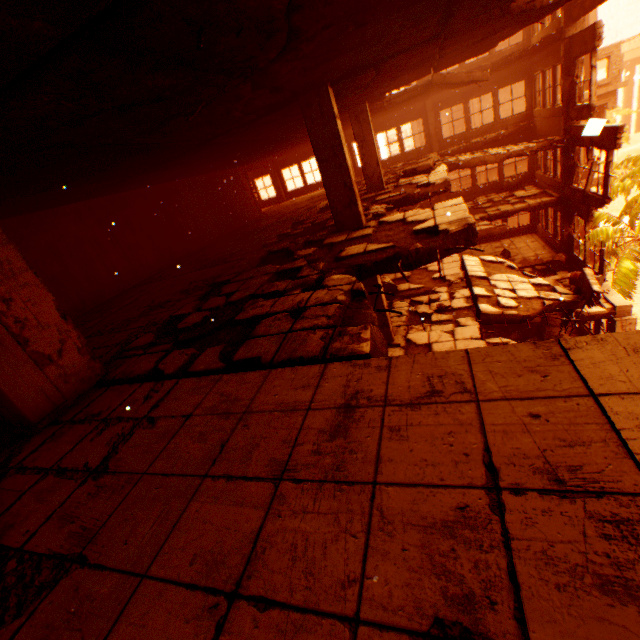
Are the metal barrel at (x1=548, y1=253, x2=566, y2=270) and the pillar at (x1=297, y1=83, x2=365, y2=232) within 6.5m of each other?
no

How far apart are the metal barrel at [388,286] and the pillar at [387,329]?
2.2m

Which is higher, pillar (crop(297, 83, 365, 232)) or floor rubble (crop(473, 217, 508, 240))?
pillar (crop(297, 83, 365, 232))

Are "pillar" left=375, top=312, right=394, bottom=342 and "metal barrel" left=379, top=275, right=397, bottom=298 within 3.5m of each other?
yes

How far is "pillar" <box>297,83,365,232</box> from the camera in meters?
6.0

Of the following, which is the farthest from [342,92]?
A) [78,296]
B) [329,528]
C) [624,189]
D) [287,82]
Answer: [624,189]

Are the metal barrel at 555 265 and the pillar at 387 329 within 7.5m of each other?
no

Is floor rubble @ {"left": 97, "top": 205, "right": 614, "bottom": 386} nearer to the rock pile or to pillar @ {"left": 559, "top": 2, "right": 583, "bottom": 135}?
pillar @ {"left": 559, "top": 2, "right": 583, "bottom": 135}
